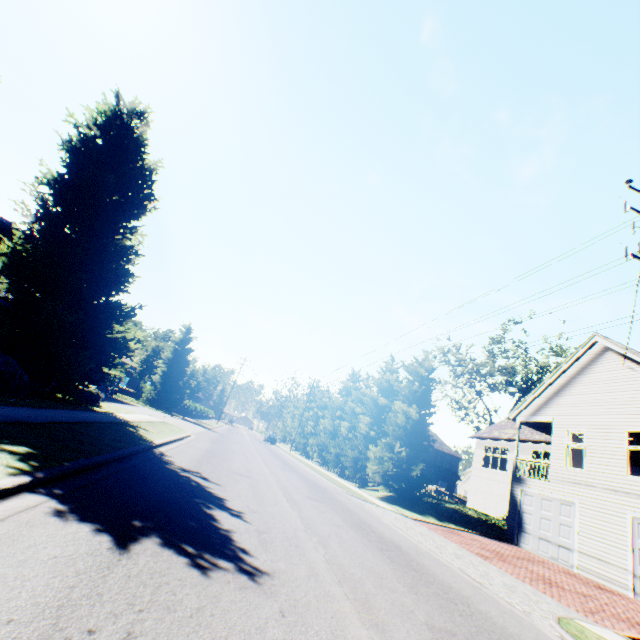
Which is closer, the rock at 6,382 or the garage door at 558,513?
the rock at 6,382

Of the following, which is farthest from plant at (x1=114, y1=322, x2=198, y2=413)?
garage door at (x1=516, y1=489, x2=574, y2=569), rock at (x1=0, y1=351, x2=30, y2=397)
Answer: garage door at (x1=516, y1=489, x2=574, y2=569)

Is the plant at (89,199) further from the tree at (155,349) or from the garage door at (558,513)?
the garage door at (558,513)

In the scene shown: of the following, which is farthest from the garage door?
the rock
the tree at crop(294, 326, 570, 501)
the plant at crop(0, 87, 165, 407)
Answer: the rock

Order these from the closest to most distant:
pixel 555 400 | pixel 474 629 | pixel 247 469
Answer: pixel 474 629, pixel 247 469, pixel 555 400

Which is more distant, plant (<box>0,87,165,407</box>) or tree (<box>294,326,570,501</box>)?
tree (<box>294,326,570,501</box>)

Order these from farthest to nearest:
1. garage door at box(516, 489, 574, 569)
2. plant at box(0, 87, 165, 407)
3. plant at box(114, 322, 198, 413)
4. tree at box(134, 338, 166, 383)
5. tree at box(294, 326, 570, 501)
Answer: tree at box(134, 338, 166, 383)
plant at box(114, 322, 198, 413)
tree at box(294, 326, 570, 501)
garage door at box(516, 489, 574, 569)
plant at box(0, 87, 165, 407)
